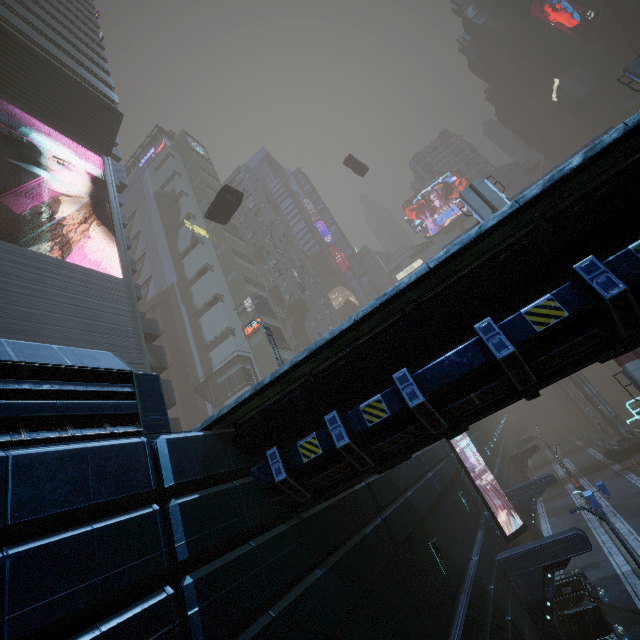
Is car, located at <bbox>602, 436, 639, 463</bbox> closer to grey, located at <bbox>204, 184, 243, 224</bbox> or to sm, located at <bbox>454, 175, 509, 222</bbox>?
sm, located at <bbox>454, 175, 509, 222</bbox>

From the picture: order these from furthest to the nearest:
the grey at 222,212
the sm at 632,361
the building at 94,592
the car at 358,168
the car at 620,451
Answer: the car at 358,168, the car at 620,451, the grey at 222,212, the sm at 632,361, the building at 94,592

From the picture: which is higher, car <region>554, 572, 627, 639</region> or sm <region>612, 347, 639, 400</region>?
sm <region>612, 347, 639, 400</region>

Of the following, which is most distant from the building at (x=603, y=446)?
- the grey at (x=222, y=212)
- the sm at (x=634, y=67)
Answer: the grey at (x=222, y=212)

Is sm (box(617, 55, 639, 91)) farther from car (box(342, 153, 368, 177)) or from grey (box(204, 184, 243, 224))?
grey (box(204, 184, 243, 224))

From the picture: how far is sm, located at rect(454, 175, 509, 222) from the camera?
27.1m

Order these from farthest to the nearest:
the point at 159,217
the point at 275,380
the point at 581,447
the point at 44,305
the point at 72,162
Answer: the point at 159,217 < the point at 581,447 < the point at 72,162 < the point at 44,305 < the point at 275,380

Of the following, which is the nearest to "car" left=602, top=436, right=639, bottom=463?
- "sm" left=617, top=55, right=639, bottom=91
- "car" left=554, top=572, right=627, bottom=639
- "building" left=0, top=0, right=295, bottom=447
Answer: "building" left=0, top=0, right=295, bottom=447
